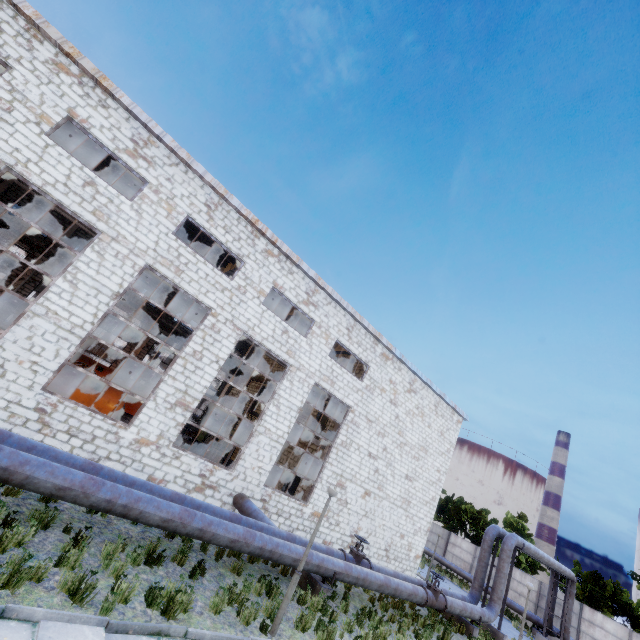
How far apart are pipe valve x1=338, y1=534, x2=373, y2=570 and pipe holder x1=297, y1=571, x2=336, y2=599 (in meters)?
1.13

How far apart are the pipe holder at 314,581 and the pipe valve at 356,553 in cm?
113

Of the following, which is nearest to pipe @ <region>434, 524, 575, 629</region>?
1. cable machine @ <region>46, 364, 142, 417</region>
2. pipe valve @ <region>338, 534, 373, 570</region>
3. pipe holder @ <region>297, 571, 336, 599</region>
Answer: pipe valve @ <region>338, 534, 373, 570</region>

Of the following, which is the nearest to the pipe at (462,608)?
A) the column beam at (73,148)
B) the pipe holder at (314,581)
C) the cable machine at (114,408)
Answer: the pipe holder at (314,581)

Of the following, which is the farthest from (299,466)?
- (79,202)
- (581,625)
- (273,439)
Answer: (581,625)

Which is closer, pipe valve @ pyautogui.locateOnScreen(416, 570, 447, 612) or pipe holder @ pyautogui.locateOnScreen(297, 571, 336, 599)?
pipe holder @ pyautogui.locateOnScreen(297, 571, 336, 599)

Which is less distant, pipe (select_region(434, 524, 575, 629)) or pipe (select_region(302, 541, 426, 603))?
pipe (select_region(302, 541, 426, 603))

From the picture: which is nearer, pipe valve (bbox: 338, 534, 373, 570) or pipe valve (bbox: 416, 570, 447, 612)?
pipe valve (bbox: 338, 534, 373, 570)
